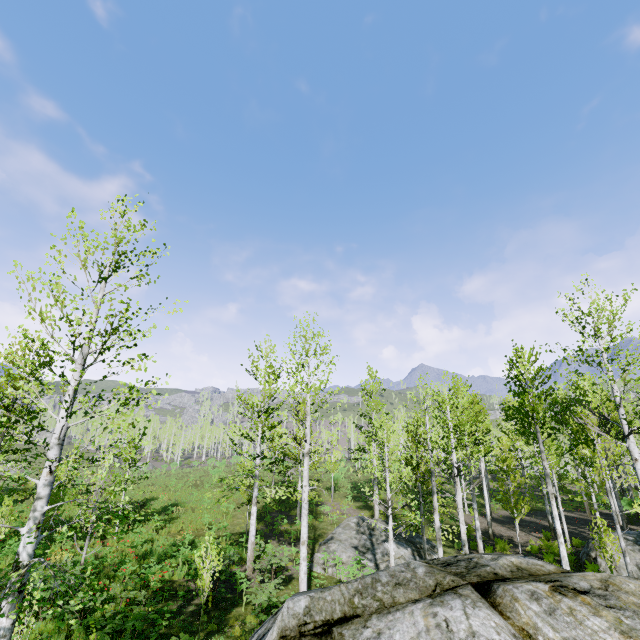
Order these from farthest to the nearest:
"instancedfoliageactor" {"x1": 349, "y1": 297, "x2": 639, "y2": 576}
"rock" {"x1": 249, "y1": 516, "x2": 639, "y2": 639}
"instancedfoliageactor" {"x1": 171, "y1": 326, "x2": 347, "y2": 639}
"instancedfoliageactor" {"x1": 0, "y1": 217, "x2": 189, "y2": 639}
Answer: "instancedfoliageactor" {"x1": 349, "y1": 297, "x2": 639, "y2": 576}, "instancedfoliageactor" {"x1": 171, "y1": 326, "x2": 347, "y2": 639}, "instancedfoliageactor" {"x1": 0, "y1": 217, "x2": 189, "y2": 639}, "rock" {"x1": 249, "y1": 516, "x2": 639, "y2": 639}

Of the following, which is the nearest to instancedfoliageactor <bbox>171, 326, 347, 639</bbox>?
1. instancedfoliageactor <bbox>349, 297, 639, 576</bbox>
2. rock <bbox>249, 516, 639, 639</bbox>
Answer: rock <bbox>249, 516, 639, 639</bbox>

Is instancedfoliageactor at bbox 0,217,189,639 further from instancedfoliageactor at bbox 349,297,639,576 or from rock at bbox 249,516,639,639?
instancedfoliageactor at bbox 349,297,639,576

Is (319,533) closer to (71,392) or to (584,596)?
(71,392)

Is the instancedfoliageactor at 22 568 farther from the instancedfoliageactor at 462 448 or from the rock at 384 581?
the instancedfoliageactor at 462 448

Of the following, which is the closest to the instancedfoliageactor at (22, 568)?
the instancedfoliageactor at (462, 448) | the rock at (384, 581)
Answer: the rock at (384, 581)
